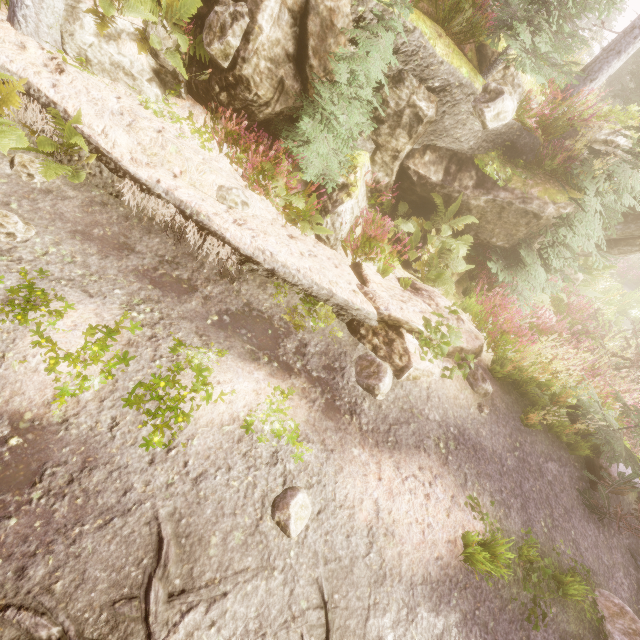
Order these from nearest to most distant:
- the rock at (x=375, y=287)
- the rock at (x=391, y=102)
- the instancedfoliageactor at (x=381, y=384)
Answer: the instancedfoliageactor at (x=381, y=384) → the rock at (x=375, y=287) → the rock at (x=391, y=102)

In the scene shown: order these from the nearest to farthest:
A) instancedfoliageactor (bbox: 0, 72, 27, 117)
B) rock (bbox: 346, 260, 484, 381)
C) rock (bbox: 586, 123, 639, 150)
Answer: instancedfoliageactor (bbox: 0, 72, 27, 117), rock (bbox: 346, 260, 484, 381), rock (bbox: 586, 123, 639, 150)

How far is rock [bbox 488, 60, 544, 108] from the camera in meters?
6.4

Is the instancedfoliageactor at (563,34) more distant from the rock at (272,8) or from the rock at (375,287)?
the rock at (375,287)

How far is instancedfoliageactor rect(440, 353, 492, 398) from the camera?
5.5 meters

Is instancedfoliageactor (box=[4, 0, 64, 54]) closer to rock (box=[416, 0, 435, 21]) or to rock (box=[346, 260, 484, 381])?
rock (box=[416, 0, 435, 21])

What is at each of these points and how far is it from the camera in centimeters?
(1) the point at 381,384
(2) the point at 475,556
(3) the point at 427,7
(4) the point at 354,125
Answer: (1) instancedfoliageactor, 487cm
(2) instancedfoliageactor, 380cm
(3) rock, 555cm
(4) instancedfoliageactor, 569cm
